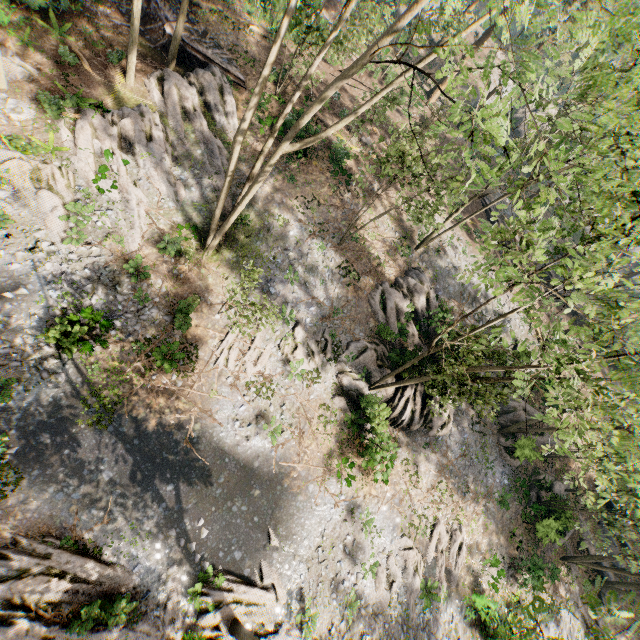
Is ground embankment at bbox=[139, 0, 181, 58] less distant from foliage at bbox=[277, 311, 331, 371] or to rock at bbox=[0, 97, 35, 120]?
foliage at bbox=[277, 311, 331, 371]

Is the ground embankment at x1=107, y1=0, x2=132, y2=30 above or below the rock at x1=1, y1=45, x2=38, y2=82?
above

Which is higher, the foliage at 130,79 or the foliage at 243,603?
the foliage at 130,79

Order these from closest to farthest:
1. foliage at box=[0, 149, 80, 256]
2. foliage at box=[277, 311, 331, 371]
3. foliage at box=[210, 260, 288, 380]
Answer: foliage at box=[210, 260, 288, 380], foliage at box=[0, 149, 80, 256], foliage at box=[277, 311, 331, 371]

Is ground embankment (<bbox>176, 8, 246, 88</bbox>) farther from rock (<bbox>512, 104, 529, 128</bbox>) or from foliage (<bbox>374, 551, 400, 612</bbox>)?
rock (<bbox>512, 104, 529, 128</bbox>)

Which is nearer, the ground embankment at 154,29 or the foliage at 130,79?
the foliage at 130,79

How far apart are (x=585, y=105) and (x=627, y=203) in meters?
6.1
